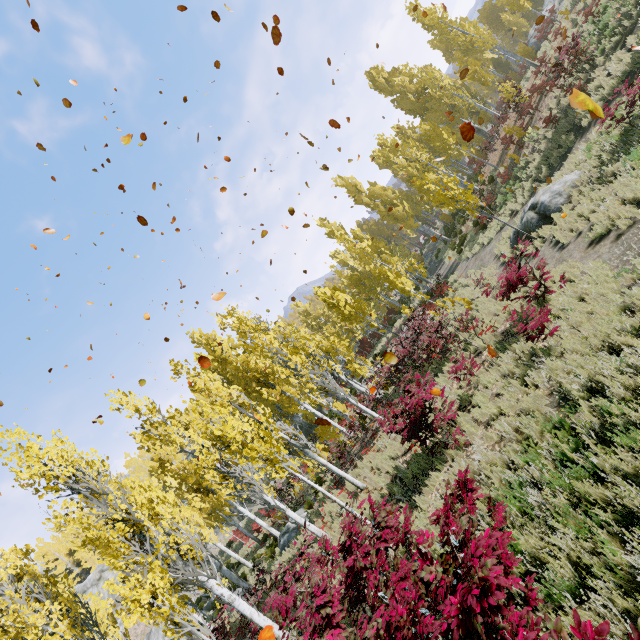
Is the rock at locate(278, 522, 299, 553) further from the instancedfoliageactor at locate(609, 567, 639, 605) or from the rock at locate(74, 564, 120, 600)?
the rock at locate(74, 564, 120, 600)

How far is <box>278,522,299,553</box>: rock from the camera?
15.54m

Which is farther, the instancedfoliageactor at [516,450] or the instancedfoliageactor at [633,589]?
the instancedfoliageactor at [516,450]

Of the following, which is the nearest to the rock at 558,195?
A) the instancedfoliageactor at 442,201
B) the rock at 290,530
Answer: the instancedfoliageactor at 442,201

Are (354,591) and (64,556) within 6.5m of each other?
no

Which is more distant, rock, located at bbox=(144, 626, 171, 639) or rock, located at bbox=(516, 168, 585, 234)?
rock, located at bbox=(144, 626, 171, 639)

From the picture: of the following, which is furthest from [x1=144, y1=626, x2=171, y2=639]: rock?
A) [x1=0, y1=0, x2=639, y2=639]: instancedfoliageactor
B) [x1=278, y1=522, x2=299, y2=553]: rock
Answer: [x1=278, y1=522, x2=299, y2=553]: rock
